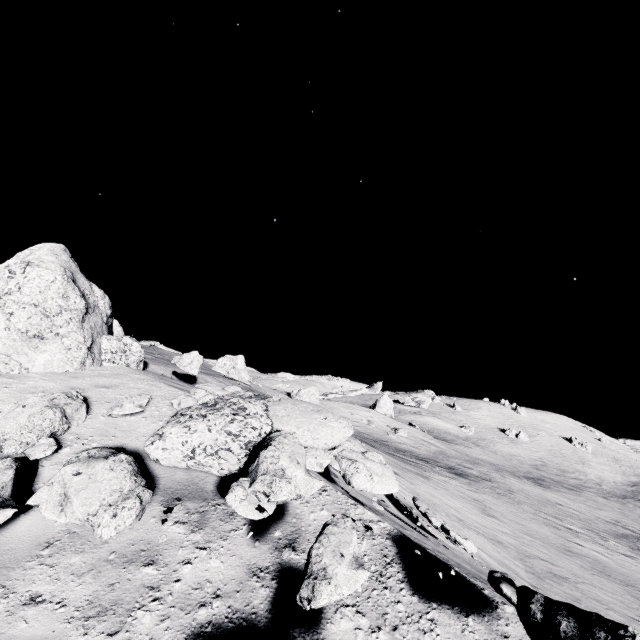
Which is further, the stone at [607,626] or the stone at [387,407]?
the stone at [387,407]

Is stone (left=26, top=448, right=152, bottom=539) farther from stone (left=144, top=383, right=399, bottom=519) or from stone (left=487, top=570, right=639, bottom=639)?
stone (left=487, top=570, right=639, bottom=639)

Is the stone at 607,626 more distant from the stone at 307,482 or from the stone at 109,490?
the stone at 109,490

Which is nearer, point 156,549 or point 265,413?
point 156,549

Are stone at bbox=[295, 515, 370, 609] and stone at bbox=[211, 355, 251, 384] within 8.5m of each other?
no

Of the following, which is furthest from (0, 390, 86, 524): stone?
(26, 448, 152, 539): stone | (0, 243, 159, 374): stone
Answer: (0, 243, 159, 374): stone

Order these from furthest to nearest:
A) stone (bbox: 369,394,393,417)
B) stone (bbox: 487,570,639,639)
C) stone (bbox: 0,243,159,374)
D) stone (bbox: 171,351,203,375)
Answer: stone (bbox: 369,394,393,417) < stone (bbox: 171,351,203,375) < stone (bbox: 0,243,159,374) < stone (bbox: 487,570,639,639)

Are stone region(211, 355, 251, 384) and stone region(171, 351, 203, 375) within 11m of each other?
no
